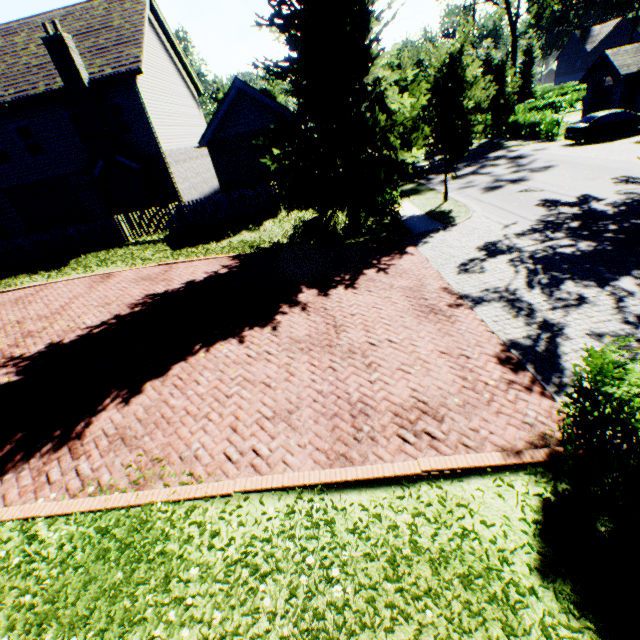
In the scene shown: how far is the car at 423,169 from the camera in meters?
22.3 m

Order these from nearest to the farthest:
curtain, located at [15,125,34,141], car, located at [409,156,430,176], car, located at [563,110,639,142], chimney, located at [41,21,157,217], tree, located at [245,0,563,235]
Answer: tree, located at [245,0,563,235] < chimney, located at [41,21,157,217] < curtain, located at [15,125,34,141] < car, located at [563,110,639,142] < car, located at [409,156,430,176]

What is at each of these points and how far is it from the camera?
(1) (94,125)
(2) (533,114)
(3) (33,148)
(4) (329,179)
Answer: (1) chimney, 16.0m
(2) hedge, 27.2m
(3) curtain, 17.2m
(4) tree, 11.0m

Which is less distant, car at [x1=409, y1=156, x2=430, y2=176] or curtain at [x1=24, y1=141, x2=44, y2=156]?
curtain at [x1=24, y1=141, x2=44, y2=156]

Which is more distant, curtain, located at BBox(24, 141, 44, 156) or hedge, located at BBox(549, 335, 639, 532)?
curtain, located at BBox(24, 141, 44, 156)

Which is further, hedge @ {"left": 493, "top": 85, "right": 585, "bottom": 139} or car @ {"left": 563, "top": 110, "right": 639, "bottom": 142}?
hedge @ {"left": 493, "top": 85, "right": 585, "bottom": 139}

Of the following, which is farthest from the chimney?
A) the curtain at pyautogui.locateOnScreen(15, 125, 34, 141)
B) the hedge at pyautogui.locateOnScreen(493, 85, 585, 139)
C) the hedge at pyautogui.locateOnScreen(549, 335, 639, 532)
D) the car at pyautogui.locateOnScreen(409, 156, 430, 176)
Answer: the hedge at pyautogui.locateOnScreen(493, 85, 585, 139)

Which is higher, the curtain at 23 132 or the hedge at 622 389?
the curtain at 23 132
